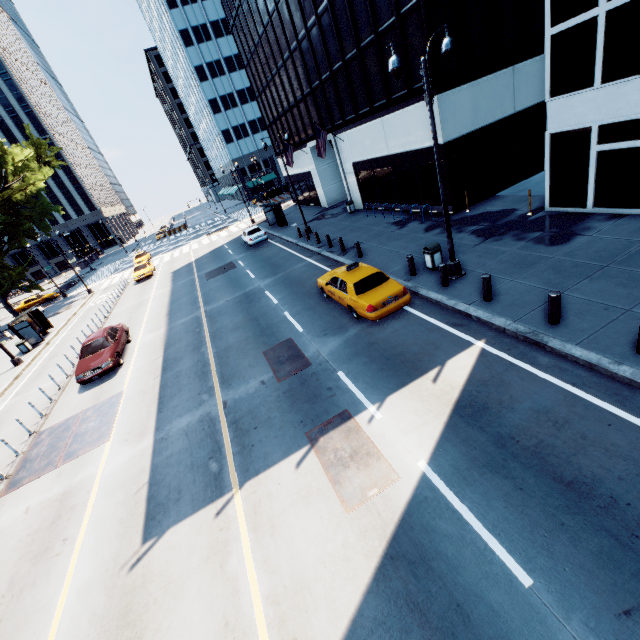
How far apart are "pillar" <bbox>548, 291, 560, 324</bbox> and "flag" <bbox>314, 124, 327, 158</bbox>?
21.2 meters

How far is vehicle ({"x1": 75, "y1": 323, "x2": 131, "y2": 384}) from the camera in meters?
14.9 m

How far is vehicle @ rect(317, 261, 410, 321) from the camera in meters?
11.0

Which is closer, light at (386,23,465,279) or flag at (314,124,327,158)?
light at (386,23,465,279)

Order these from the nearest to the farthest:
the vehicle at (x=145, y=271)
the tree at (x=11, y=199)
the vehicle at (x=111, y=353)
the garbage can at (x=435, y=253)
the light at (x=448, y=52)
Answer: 1. the light at (x=448, y=52)
2. the garbage can at (x=435, y=253)
3. the vehicle at (x=111, y=353)
4. the tree at (x=11, y=199)
5. the vehicle at (x=145, y=271)

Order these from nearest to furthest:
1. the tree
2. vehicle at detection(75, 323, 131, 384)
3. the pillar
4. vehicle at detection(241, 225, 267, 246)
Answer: the pillar → vehicle at detection(75, 323, 131, 384) → vehicle at detection(241, 225, 267, 246) → the tree

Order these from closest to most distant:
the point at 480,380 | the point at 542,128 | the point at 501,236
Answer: the point at 480,380 → the point at 501,236 → the point at 542,128

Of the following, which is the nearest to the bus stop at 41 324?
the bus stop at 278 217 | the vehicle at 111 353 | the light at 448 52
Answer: the vehicle at 111 353
